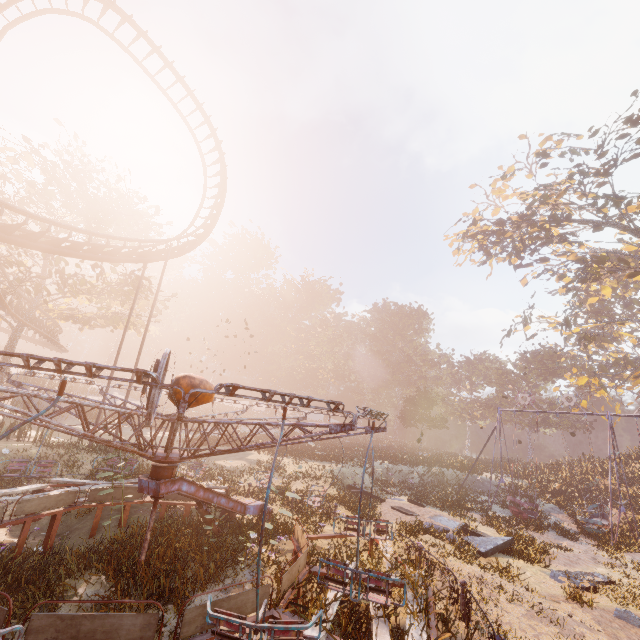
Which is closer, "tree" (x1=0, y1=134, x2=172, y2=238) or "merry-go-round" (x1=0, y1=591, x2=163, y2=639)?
"merry-go-round" (x1=0, y1=591, x2=163, y2=639)

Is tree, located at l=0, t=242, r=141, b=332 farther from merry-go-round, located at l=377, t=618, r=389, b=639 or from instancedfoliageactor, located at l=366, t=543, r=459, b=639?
instancedfoliageactor, located at l=366, t=543, r=459, b=639

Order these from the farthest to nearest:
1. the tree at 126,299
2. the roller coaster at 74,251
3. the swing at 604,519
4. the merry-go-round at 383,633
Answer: the tree at 126,299
the swing at 604,519
the roller coaster at 74,251
the merry-go-round at 383,633

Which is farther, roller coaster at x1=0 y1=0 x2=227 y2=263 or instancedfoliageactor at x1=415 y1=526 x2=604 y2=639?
roller coaster at x1=0 y1=0 x2=227 y2=263

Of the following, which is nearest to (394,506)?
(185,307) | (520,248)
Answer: (520,248)

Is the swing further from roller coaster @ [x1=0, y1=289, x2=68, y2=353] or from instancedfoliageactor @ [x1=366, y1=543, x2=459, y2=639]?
roller coaster @ [x1=0, y1=289, x2=68, y2=353]

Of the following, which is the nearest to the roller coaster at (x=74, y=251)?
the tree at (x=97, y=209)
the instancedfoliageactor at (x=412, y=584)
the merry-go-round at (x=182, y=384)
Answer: the tree at (x=97, y=209)
